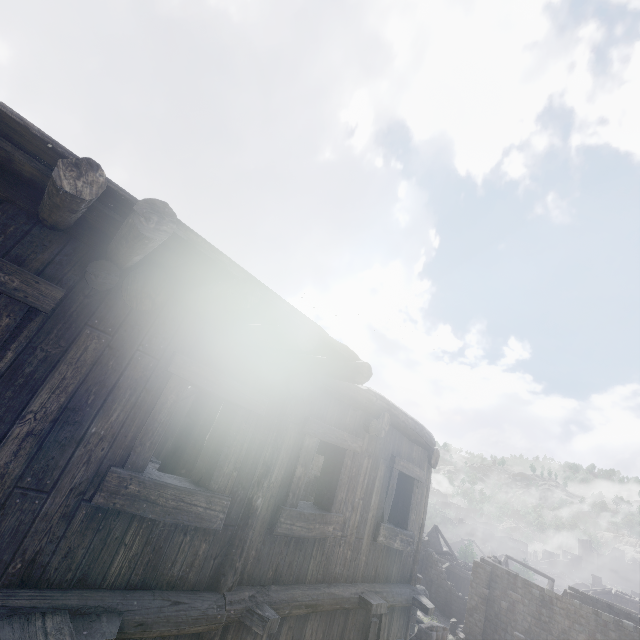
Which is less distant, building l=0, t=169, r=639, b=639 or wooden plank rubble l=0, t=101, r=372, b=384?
wooden plank rubble l=0, t=101, r=372, b=384

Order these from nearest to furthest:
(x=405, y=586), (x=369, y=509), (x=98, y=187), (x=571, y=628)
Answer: (x=98, y=187)
(x=369, y=509)
(x=405, y=586)
(x=571, y=628)

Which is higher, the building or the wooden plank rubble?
the wooden plank rubble

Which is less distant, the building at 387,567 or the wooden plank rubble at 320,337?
the wooden plank rubble at 320,337

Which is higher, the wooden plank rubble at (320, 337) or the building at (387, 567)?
the wooden plank rubble at (320, 337)
